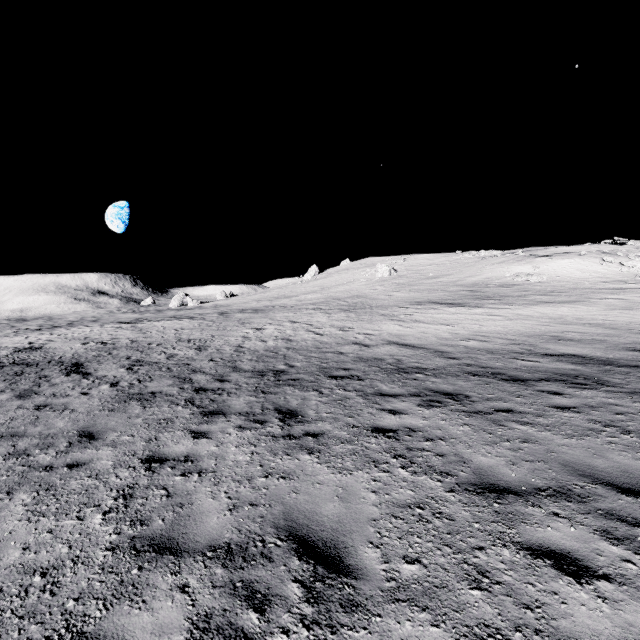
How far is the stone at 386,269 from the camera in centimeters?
5134cm

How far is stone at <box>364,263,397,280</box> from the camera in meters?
51.3

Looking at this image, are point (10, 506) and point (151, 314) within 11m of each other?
no
